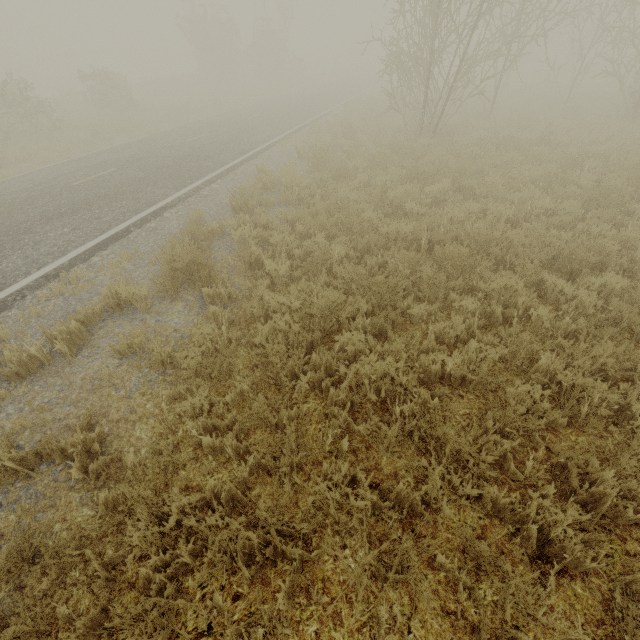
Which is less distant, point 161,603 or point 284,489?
point 161,603
